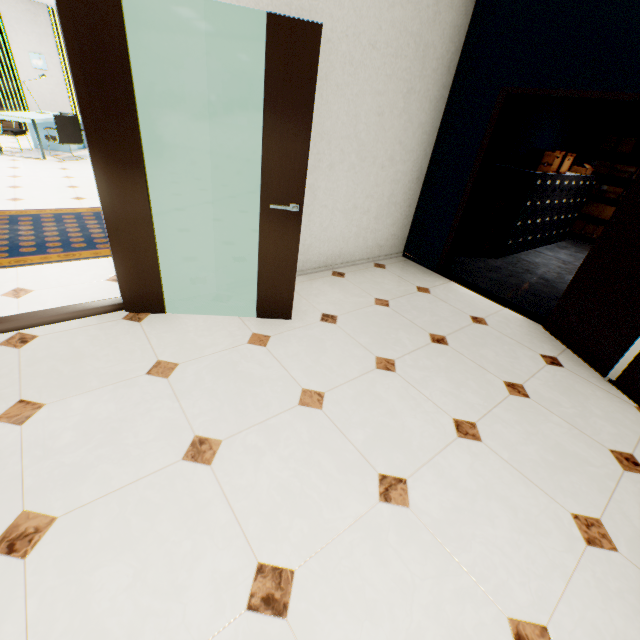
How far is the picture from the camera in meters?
8.5

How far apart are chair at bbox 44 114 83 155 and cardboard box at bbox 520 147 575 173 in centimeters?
883cm

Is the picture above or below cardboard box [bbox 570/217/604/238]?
above

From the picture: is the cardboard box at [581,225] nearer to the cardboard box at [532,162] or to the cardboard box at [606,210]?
the cardboard box at [606,210]

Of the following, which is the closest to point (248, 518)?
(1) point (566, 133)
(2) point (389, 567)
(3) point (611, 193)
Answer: (2) point (389, 567)

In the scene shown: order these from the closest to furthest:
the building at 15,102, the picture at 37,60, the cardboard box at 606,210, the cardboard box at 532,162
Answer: the cardboard box at 532,162 < the cardboard box at 606,210 < the picture at 37,60 < the building at 15,102

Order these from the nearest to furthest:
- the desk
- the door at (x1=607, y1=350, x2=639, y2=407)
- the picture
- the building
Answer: the door at (x1=607, y1=350, x2=639, y2=407)
the desk
the picture
the building

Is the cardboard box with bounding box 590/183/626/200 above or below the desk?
above
